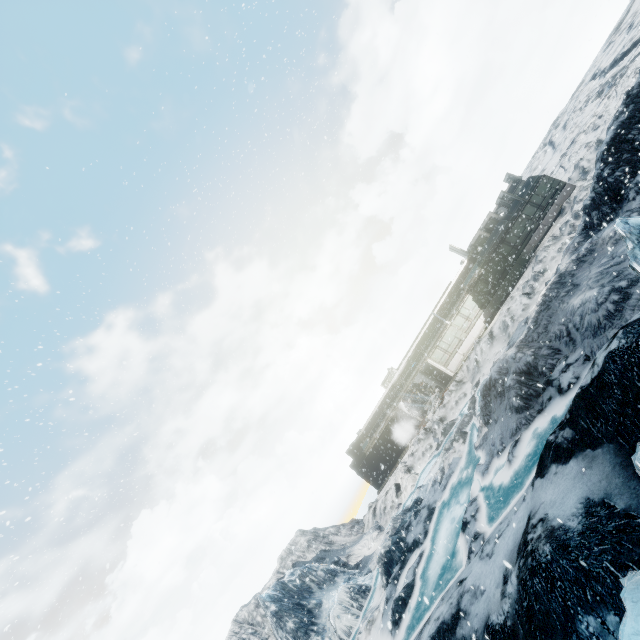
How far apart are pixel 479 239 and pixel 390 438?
21.0m
